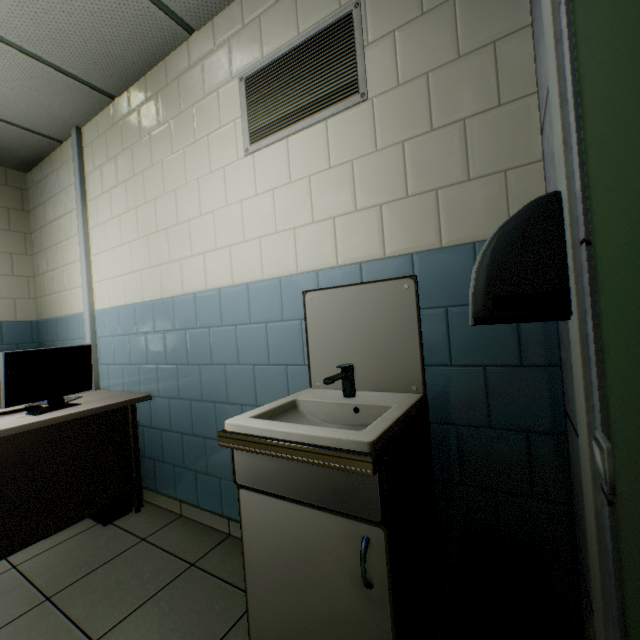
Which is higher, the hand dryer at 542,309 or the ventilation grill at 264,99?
the ventilation grill at 264,99

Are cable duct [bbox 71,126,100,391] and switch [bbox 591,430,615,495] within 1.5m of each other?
→ no

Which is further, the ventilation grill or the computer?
the computer

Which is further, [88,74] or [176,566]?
[88,74]

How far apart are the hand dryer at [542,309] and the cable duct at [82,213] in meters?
3.3

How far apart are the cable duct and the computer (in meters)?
0.91

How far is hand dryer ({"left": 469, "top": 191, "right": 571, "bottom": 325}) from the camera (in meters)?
0.73

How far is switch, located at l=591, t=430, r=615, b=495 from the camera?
0.53m
